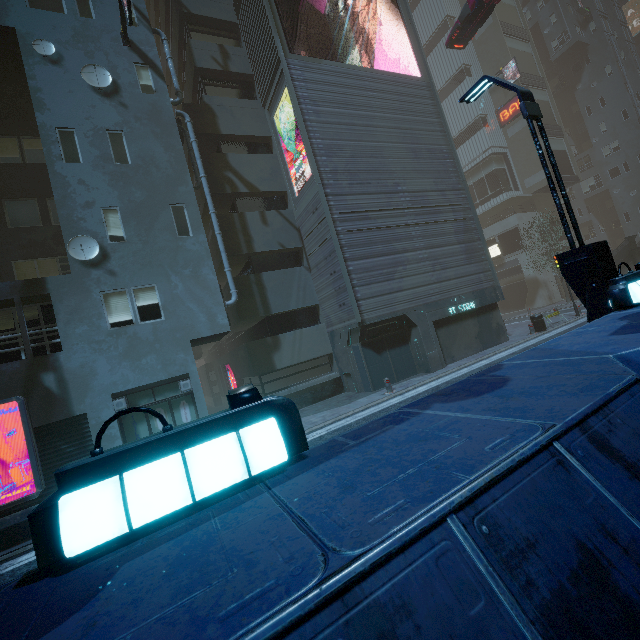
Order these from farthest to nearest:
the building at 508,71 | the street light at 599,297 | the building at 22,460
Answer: the building at 508,71 < the building at 22,460 < the street light at 599,297

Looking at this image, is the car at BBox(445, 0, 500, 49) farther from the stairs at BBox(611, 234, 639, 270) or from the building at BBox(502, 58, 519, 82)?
the stairs at BBox(611, 234, 639, 270)

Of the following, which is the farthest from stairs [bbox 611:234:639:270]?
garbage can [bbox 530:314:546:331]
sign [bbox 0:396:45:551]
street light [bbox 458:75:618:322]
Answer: sign [bbox 0:396:45:551]

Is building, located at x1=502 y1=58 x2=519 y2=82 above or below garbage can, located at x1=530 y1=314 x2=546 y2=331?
above

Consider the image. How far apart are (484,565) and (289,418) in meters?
1.2 m

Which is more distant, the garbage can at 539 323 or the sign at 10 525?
the garbage can at 539 323

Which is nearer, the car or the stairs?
the car

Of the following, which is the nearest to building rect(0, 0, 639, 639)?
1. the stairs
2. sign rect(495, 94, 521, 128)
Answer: sign rect(495, 94, 521, 128)
